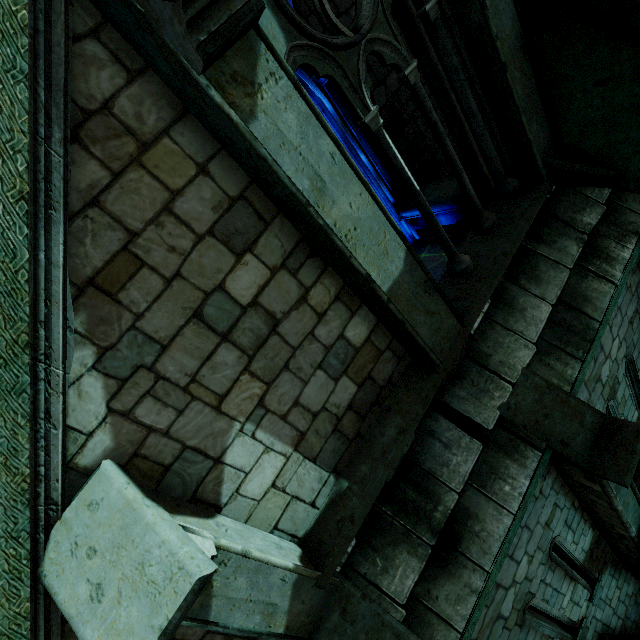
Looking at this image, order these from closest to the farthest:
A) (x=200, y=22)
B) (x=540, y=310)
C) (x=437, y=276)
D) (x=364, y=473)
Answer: (x=200, y=22), (x=364, y=473), (x=540, y=310), (x=437, y=276)

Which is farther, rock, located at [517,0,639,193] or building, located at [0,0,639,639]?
rock, located at [517,0,639,193]

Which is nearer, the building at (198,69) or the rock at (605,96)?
the building at (198,69)
